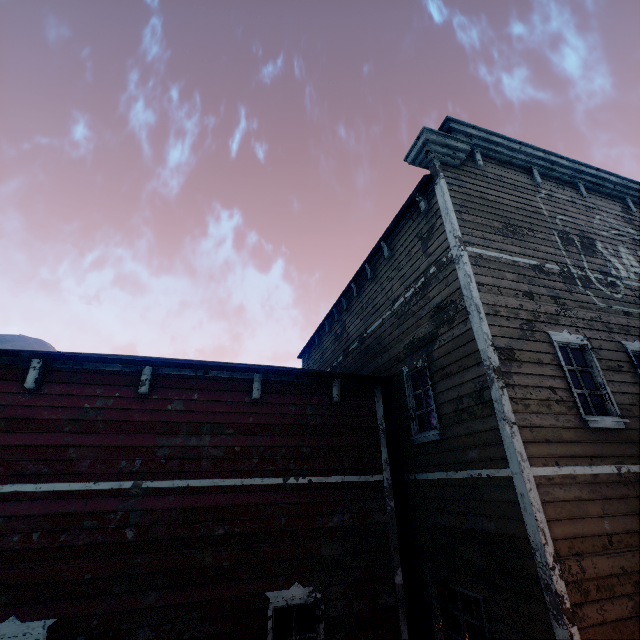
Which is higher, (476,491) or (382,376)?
(382,376)

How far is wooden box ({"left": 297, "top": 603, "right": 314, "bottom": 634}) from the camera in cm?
573

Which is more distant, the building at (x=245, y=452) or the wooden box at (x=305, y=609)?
the wooden box at (x=305, y=609)

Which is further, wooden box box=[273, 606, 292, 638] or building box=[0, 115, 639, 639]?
wooden box box=[273, 606, 292, 638]

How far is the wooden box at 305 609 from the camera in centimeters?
573cm

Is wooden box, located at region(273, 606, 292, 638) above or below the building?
below
